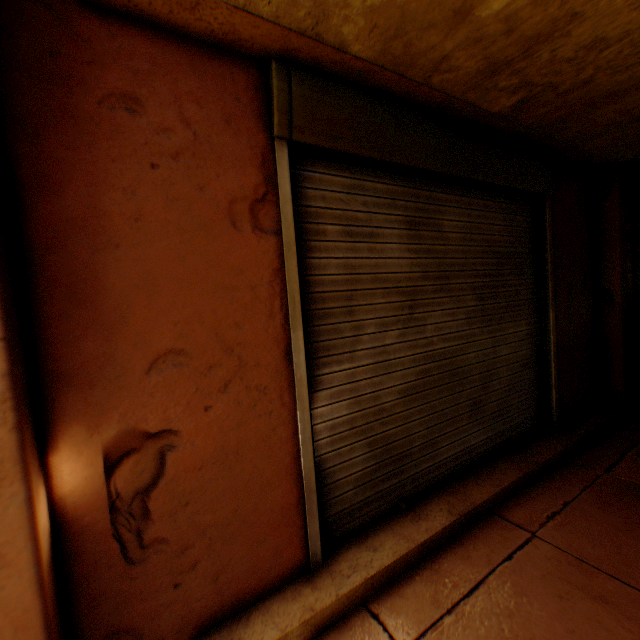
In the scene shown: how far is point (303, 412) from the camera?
2.0m

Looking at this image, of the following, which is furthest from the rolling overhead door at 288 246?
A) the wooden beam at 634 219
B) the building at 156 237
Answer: the wooden beam at 634 219

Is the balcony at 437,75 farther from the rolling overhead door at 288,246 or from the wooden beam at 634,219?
the wooden beam at 634,219

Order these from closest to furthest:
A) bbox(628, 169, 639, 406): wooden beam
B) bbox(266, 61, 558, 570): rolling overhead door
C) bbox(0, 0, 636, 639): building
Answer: bbox(0, 0, 636, 639): building < bbox(266, 61, 558, 570): rolling overhead door < bbox(628, 169, 639, 406): wooden beam

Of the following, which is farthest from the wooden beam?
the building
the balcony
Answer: the balcony

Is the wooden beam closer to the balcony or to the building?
the building

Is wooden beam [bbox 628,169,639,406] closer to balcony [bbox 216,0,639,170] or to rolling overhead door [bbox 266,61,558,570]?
balcony [bbox 216,0,639,170]

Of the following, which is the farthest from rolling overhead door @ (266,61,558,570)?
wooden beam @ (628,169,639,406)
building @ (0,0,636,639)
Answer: wooden beam @ (628,169,639,406)
